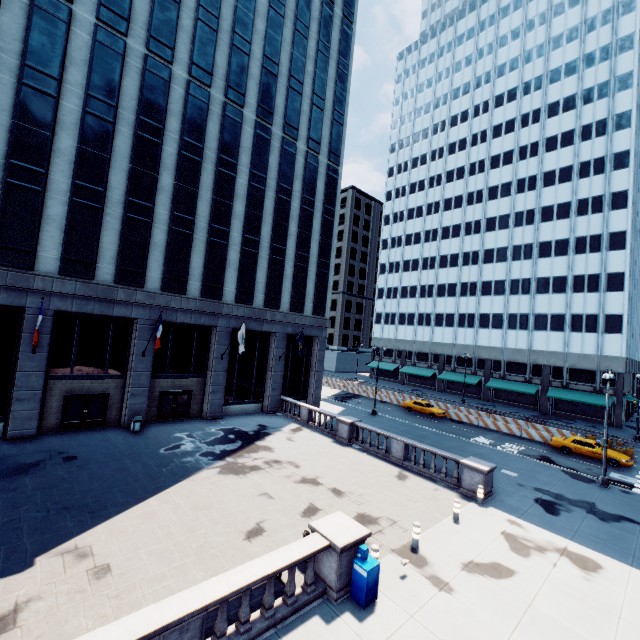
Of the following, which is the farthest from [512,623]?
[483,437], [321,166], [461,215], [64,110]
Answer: [461,215]

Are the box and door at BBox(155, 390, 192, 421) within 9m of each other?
Result: no

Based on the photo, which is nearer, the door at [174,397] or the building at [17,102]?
the building at [17,102]

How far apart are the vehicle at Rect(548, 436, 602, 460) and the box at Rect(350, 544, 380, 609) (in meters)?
26.09

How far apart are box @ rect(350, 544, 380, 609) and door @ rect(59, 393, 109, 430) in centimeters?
2040cm

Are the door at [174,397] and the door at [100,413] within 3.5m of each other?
yes

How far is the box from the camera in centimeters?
927cm

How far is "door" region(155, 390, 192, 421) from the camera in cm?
2488
